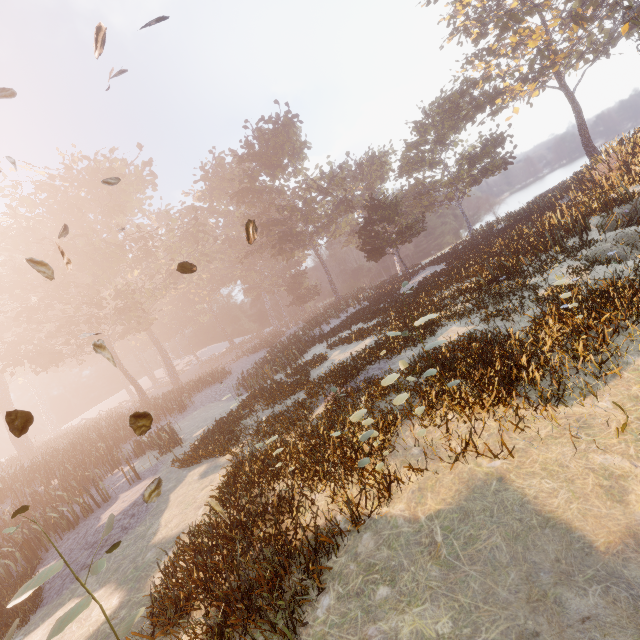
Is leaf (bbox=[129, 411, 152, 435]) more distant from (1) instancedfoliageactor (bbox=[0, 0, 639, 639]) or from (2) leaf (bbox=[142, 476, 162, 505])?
(1) instancedfoliageactor (bbox=[0, 0, 639, 639])

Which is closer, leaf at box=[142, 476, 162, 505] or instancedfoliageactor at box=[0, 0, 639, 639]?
leaf at box=[142, 476, 162, 505]

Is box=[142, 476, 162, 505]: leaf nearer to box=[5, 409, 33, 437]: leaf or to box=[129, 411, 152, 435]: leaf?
box=[129, 411, 152, 435]: leaf

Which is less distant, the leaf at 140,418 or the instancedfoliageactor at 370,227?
the leaf at 140,418

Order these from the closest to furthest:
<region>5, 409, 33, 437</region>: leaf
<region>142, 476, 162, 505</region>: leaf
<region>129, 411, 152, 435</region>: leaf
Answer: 1. <region>5, 409, 33, 437</region>: leaf
2. <region>129, 411, 152, 435</region>: leaf
3. <region>142, 476, 162, 505</region>: leaf

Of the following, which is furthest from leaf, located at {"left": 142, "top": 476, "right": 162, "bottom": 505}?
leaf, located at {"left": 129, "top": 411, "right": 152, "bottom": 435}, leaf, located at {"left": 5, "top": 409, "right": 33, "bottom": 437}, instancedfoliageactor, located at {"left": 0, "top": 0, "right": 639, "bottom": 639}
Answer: instancedfoliageactor, located at {"left": 0, "top": 0, "right": 639, "bottom": 639}

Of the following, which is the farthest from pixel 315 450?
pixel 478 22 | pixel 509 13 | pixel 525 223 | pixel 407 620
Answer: pixel 509 13

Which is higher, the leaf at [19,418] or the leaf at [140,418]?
the leaf at [19,418]
